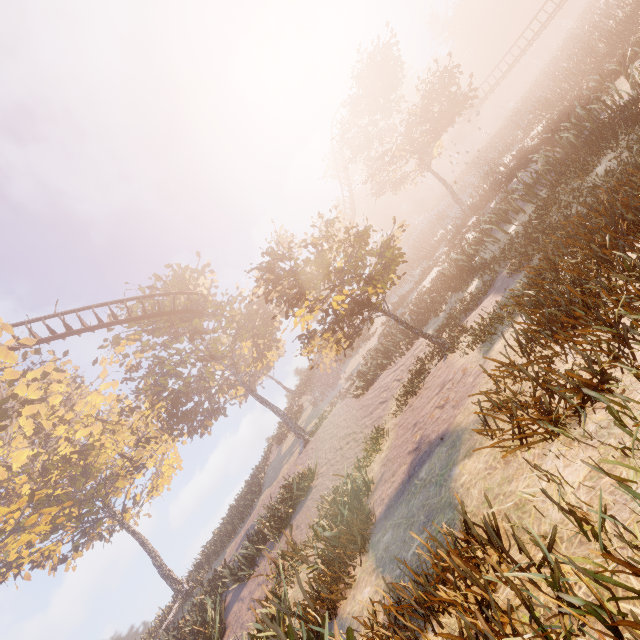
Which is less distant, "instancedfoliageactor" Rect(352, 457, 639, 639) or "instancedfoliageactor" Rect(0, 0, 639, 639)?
"instancedfoliageactor" Rect(352, 457, 639, 639)

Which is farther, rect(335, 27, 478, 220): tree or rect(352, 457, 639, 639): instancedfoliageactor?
rect(335, 27, 478, 220): tree

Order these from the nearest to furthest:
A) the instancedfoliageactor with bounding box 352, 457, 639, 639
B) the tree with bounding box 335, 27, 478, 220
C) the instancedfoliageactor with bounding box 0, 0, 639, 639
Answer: the instancedfoliageactor with bounding box 352, 457, 639, 639 < the instancedfoliageactor with bounding box 0, 0, 639, 639 < the tree with bounding box 335, 27, 478, 220

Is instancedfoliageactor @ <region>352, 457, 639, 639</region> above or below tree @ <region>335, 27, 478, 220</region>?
below

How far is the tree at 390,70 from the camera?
24.9m

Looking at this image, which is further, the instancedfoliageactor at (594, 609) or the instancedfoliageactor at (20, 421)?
the instancedfoliageactor at (20, 421)

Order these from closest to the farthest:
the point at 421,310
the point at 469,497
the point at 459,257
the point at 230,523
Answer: the point at 469,497 < the point at 459,257 < the point at 421,310 < the point at 230,523
